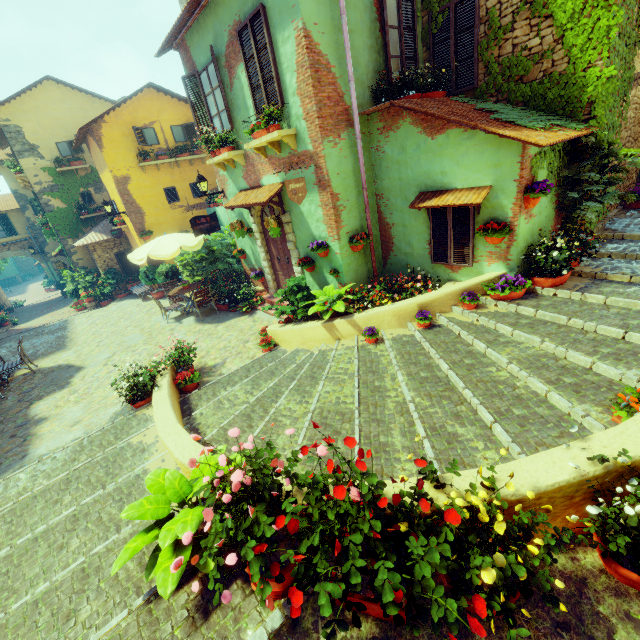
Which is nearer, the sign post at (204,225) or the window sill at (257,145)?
the window sill at (257,145)

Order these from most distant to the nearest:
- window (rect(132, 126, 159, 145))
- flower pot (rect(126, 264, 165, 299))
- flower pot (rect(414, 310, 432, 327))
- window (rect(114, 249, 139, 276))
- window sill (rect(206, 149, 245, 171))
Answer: window (rect(114, 249, 139, 276)) < flower pot (rect(126, 264, 165, 299)) < window (rect(132, 126, 159, 145)) < window sill (rect(206, 149, 245, 171)) < flower pot (rect(414, 310, 432, 327))

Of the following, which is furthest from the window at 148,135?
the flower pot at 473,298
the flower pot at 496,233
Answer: the flower pot at 473,298

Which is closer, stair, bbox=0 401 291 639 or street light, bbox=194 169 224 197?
stair, bbox=0 401 291 639

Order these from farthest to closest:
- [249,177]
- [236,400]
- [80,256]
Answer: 1. [80,256]
2. [249,177]
3. [236,400]

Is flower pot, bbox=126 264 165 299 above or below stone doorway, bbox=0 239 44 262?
below

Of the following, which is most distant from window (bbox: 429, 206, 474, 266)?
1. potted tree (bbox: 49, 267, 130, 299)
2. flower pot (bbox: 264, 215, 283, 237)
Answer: potted tree (bbox: 49, 267, 130, 299)

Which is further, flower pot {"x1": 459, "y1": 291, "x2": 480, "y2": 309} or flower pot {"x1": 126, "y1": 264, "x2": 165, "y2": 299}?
flower pot {"x1": 126, "y1": 264, "x2": 165, "y2": 299}
